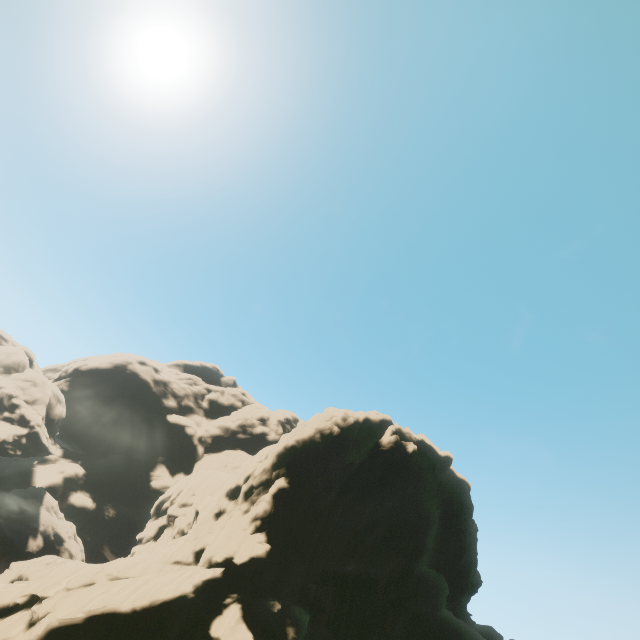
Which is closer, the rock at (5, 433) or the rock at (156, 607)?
the rock at (156, 607)

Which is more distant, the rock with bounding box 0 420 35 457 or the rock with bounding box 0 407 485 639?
the rock with bounding box 0 420 35 457

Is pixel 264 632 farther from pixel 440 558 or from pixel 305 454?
pixel 440 558
